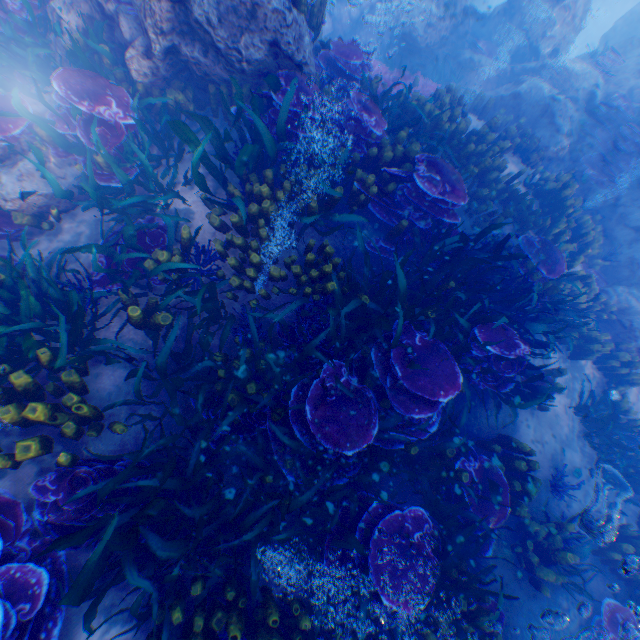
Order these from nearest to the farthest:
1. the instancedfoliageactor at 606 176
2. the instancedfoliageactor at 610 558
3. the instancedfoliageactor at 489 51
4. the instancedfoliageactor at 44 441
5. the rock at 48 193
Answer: the instancedfoliageactor at 44 441 < the rock at 48 193 < the instancedfoliageactor at 610 558 < the instancedfoliageactor at 606 176 < the instancedfoliageactor at 489 51

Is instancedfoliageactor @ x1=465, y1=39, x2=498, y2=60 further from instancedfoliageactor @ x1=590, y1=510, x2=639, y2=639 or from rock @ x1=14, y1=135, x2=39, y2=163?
rock @ x1=14, y1=135, x2=39, y2=163

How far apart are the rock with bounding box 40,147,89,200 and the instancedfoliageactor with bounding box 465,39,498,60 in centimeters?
1391cm

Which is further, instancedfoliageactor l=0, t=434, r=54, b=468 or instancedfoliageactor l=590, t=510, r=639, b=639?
instancedfoliageactor l=590, t=510, r=639, b=639

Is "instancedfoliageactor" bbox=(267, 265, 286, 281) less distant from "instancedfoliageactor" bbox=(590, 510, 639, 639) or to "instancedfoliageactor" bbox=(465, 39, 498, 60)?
"instancedfoliageactor" bbox=(590, 510, 639, 639)

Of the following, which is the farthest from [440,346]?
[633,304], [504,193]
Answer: [633,304]

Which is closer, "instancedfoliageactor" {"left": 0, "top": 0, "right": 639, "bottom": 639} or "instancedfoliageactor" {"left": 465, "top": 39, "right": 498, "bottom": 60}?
"instancedfoliageactor" {"left": 0, "top": 0, "right": 639, "bottom": 639}

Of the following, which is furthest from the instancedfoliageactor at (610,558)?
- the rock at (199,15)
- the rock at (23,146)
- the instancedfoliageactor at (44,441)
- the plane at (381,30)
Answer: the plane at (381,30)
